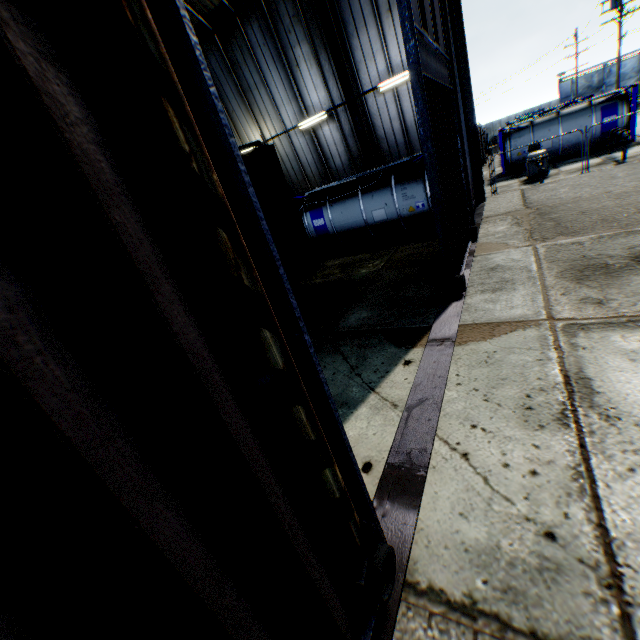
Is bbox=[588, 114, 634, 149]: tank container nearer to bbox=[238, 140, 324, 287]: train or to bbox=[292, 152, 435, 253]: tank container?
bbox=[292, 152, 435, 253]: tank container

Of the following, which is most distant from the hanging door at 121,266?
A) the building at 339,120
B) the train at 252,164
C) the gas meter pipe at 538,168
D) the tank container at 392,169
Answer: the gas meter pipe at 538,168

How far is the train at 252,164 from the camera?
7.4 meters

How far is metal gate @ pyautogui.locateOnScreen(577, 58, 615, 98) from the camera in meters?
49.7 m

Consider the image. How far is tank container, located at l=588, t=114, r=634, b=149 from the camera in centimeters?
1895cm

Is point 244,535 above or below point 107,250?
below

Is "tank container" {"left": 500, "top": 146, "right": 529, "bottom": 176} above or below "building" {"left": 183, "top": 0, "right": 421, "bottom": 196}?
below
